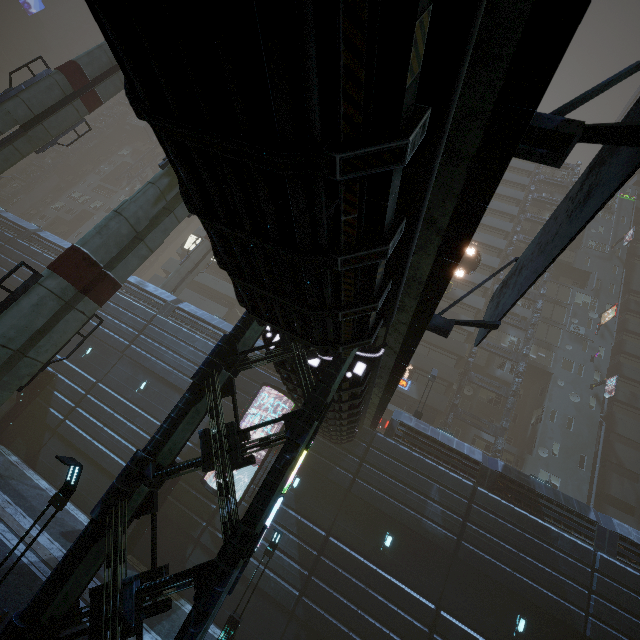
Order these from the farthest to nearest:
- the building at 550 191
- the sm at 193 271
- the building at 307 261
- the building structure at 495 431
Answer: the building at 550 191, the sm at 193 271, the building structure at 495 431, the building at 307 261

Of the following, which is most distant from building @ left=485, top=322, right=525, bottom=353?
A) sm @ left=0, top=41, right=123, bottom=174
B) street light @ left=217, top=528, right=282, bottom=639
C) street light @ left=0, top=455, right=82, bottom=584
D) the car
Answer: street light @ left=217, top=528, right=282, bottom=639

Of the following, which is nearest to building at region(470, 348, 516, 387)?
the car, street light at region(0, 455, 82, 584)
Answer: street light at region(0, 455, 82, 584)

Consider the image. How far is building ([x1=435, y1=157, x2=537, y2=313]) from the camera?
35.3m

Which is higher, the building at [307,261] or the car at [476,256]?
the car at [476,256]

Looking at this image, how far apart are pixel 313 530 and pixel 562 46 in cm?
1990

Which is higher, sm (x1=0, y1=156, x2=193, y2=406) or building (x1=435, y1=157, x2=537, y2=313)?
building (x1=435, y1=157, x2=537, y2=313)

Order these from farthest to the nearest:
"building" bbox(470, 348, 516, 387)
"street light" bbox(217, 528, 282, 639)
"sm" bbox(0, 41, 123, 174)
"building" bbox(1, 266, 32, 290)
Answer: "building" bbox(470, 348, 516, 387) → "building" bbox(1, 266, 32, 290) → "sm" bbox(0, 41, 123, 174) → "street light" bbox(217, 528, 282, 639)
